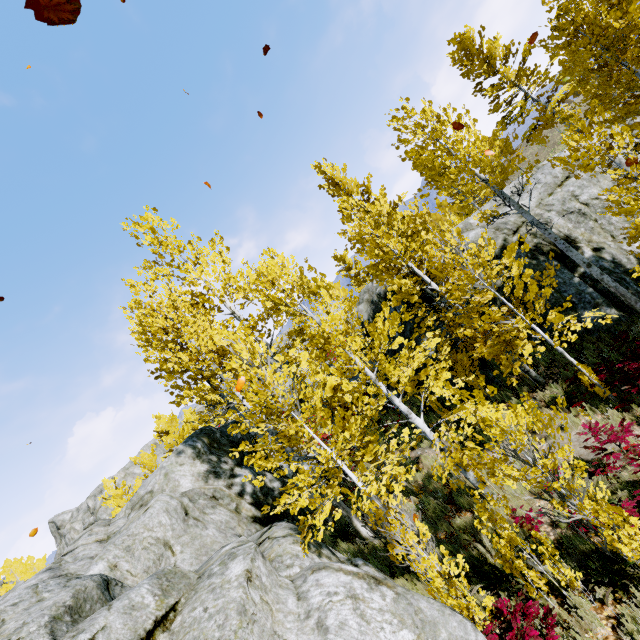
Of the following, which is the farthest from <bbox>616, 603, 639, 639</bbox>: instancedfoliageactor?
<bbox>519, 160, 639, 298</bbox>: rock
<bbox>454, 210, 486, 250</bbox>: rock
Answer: <bbox>454, 210, 486, 250</bbox>: rock

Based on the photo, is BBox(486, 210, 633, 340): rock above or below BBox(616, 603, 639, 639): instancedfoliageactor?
above

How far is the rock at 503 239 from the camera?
10.1 meters

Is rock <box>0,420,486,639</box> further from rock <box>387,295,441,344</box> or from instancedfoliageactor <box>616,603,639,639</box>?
rock <box>387,295,441,344</box>

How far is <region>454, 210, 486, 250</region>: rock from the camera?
13.1 meters

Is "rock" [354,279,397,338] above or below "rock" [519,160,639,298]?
above

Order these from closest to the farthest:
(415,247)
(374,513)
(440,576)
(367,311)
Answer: (440,576) → (374,513) → (367,311) → (415,247)

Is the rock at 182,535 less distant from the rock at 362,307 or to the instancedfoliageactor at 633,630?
the instancedfoliageactor at 633,630
